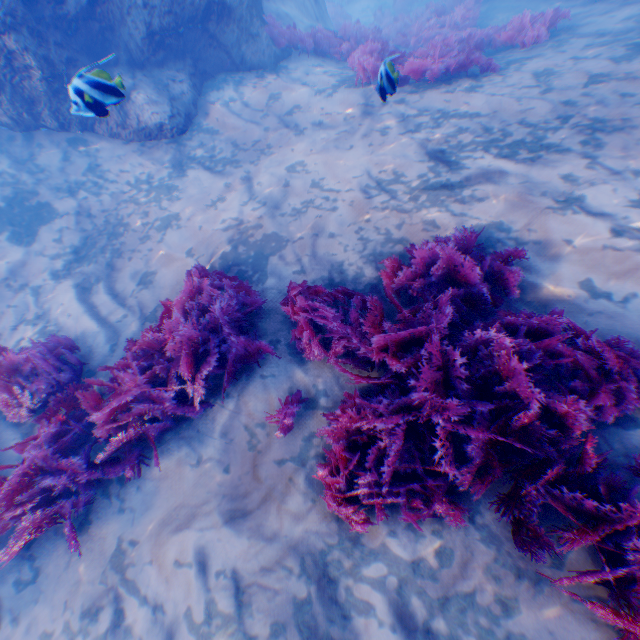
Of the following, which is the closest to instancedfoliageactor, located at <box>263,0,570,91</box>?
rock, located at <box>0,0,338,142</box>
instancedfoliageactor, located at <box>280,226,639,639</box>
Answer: rock, located at <box>0,0,338,142</box>

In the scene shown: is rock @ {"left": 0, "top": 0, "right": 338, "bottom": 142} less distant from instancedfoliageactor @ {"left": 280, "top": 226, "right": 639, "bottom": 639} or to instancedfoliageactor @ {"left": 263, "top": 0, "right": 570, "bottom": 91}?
instancedfoliageactor @ {"left": 263, "top": 0, "right": 570, "bottom": 91}

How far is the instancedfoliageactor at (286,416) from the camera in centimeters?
313cm

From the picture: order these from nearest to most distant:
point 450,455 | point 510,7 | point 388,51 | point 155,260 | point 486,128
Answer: point 450,455
point 486,128
point 155,260
point 388,51
point 510,7

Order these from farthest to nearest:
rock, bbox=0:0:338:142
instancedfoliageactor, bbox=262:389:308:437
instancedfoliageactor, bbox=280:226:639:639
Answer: rock, bbox=0:0:338:142 → instancedfoliageactor, bbox=262:389:308:437 → instancedfoliageactor, bbox=280:226:639:639

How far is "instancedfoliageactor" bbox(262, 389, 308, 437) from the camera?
3.1m

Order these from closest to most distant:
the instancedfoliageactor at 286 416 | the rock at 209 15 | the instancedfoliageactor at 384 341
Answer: the instancedfoliageactor at 384 341
the instancedfoliageactor at 286 416
the rock at 209 15
